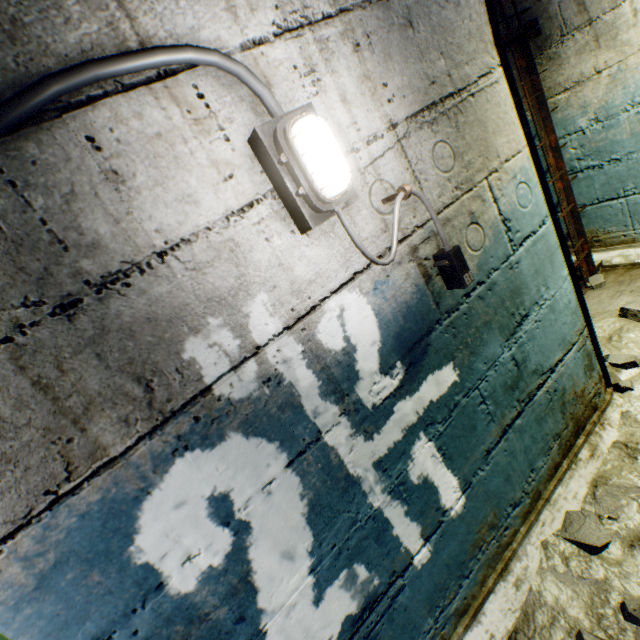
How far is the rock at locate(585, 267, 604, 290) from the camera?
2.82m

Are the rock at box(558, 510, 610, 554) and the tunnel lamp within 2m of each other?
yes

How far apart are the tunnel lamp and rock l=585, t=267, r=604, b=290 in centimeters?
260cm

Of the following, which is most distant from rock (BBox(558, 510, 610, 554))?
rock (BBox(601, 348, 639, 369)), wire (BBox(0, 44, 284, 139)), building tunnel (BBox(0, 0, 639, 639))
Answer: wire (BBox(0, 44, 284, 139))

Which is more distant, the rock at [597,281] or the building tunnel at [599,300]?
the rock at [597,281]

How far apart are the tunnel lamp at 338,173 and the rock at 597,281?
2.60m

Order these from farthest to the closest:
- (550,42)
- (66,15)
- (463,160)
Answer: (550,42) → (463,160) → (66,15)

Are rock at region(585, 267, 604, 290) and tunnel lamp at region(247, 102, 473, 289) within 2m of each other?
no
